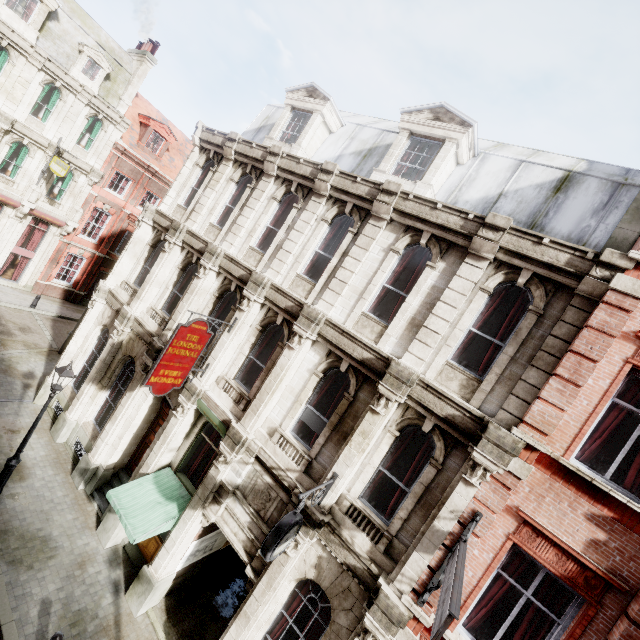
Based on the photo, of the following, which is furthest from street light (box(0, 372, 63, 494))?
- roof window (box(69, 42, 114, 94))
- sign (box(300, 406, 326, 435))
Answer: roof window (box(69, 42, 114, 94))

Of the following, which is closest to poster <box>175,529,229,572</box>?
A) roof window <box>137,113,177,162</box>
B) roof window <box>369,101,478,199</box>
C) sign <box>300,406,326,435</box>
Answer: sign <box>300,406,326,435</box>

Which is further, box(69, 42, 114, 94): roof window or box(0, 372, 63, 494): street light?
box(69, 42, 114, 94): roof window

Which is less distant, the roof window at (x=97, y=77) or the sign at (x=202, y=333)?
the sign at (x=202, y=333)

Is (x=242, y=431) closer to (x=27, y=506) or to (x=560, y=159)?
(x=27, y=506)

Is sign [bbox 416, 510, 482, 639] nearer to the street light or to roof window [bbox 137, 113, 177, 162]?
the street light

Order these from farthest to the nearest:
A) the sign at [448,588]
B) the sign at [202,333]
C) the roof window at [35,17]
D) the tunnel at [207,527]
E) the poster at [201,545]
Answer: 1. the roof window at [35,17]
2. the poster at [201,545]
3. the tunnel at [207,527]
4. the sign at [202,333]
5. the sign at [448,588]

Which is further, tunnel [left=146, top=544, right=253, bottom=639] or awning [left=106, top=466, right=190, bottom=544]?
tunnel [left=146, top=544, right=253, bottom=639]
